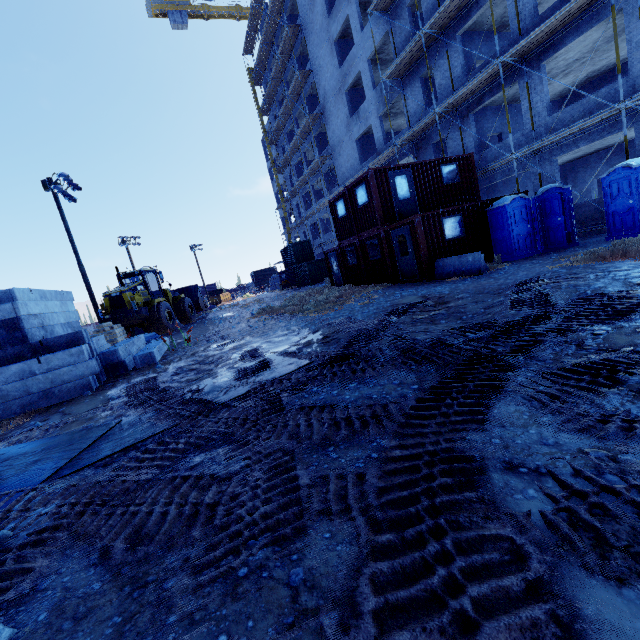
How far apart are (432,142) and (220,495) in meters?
23.5

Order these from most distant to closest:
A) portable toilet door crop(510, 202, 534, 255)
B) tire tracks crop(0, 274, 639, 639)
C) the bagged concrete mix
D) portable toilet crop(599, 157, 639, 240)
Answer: the bagged concrete mix → portable toilet door crop(510, 202, 534, 255) → portable toilet crop(599, 157, 639, 240) → tire tracks crop(0, 274, 639, 639)

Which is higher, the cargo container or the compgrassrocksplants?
the cargo container

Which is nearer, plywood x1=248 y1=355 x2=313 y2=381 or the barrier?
plywood x1=248 y1=355 x2=313 y2=381

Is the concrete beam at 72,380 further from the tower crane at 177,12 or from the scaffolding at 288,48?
the tower crane at 177,12

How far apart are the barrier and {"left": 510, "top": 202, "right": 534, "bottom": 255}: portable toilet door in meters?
2.4 m

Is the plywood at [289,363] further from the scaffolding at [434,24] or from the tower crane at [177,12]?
the tower crane at [177,12]

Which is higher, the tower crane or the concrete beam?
the tower crane
